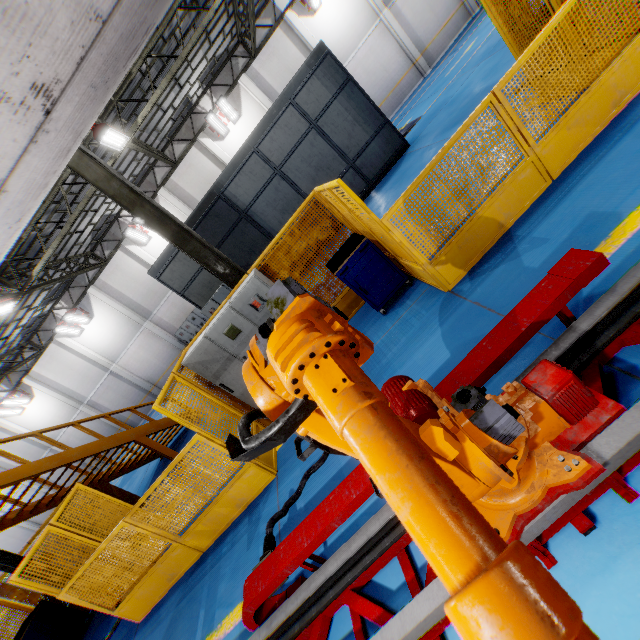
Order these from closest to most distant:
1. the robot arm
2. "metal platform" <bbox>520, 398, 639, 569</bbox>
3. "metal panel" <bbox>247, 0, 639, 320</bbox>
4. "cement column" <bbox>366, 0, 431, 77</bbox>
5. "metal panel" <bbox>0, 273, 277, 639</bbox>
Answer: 1. the robot arm
2. "metal platform" <bbox>520, 398, 639, 569</bbox>
3. "metal panel" <bbox>247, 0, 639, 320</bbox>
4. "metal panel" <bbox>0, 273, 277, 639</bbox>
5. "cement column" <bbox>366, 0, 431, 77</bbox>

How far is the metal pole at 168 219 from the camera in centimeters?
588cm

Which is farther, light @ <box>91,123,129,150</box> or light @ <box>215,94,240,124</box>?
light @ <box>215,94,240,124</box>

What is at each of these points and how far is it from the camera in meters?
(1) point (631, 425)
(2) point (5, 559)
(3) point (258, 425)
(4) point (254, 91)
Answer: (1) metal platform, 1.9
(2) metal pole, 5.5
(3) metal panel, 6.0
(4) cement column, 18.5

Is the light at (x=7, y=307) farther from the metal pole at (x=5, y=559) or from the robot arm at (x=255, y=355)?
the robot arm at (x=255, y=355)

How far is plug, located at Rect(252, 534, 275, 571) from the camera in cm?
333

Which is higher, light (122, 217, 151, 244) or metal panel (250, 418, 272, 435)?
light (122, 217, 151, 244)

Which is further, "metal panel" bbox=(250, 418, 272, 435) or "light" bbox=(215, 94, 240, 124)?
"light" bbox=(215, 94, 240, 124)
